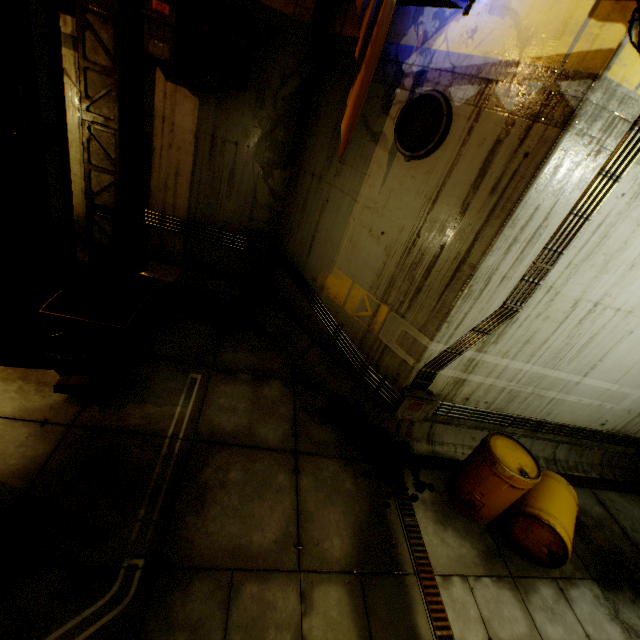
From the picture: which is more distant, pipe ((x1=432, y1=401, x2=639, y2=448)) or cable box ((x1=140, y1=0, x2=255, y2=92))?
pipe ((x1=432, y1=401, x2=639, y2=448))

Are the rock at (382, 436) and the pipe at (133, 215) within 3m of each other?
no

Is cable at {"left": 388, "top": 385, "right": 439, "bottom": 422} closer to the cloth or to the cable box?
the cloth

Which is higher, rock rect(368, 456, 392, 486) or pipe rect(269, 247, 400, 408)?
pipe rect(269, 247, 400, 408)

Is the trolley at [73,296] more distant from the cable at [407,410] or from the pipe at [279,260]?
the cable at [407,410]

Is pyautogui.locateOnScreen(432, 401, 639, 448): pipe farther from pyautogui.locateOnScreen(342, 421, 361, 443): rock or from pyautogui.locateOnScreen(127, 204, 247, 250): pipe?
pyautogui.locateOnScreen(127, 204, 247, 250): pipe

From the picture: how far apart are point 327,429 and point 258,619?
2.6 meters

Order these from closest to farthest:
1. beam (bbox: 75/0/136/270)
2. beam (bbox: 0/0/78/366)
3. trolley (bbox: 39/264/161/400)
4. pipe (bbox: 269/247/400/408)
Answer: beam (bbox: 0/0/78/366) → trolley (bbox: 39/264/161/400) → beam (bbox: 75/0/136/270) → pipe (bbox: 269/247/400/408)
